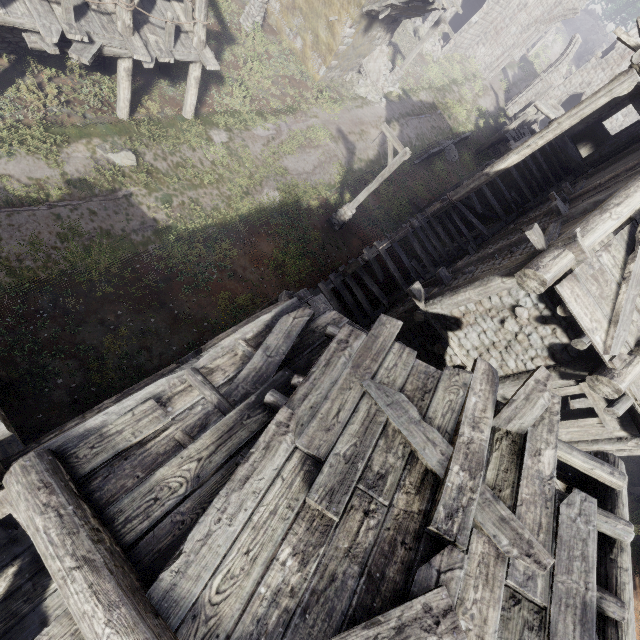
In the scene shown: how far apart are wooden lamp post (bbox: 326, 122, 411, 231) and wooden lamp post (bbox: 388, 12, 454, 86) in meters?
13.2

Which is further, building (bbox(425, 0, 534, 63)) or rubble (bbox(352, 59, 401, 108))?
building (bbox(425, 0, 534, 63))

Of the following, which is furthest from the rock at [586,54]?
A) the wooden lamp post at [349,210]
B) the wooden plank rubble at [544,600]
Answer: the wooden plank rubble at [544,600]

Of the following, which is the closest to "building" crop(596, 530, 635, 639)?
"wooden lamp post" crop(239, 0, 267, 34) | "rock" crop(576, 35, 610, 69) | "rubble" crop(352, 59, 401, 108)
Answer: "rubble" crop(352, 59, 401, 108)

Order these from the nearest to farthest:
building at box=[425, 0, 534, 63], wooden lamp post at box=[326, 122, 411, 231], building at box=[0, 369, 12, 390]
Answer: building at box=[0, 369, 12, 390]
wooden lamp post at box=[326, 122, 411, 231]
building at box=[425, 0, 534, 63]

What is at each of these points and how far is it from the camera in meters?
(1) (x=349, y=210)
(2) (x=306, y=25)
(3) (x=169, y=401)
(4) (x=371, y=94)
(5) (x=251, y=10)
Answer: (1) wooden lamp post, 14.8
(2) building, 17.5
(3) building, 4.3
(4) rubble, 21.2
(5) wooden lamp post, 16.9

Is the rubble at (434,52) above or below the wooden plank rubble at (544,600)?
below

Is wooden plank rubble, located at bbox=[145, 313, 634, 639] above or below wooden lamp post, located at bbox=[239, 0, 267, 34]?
above
